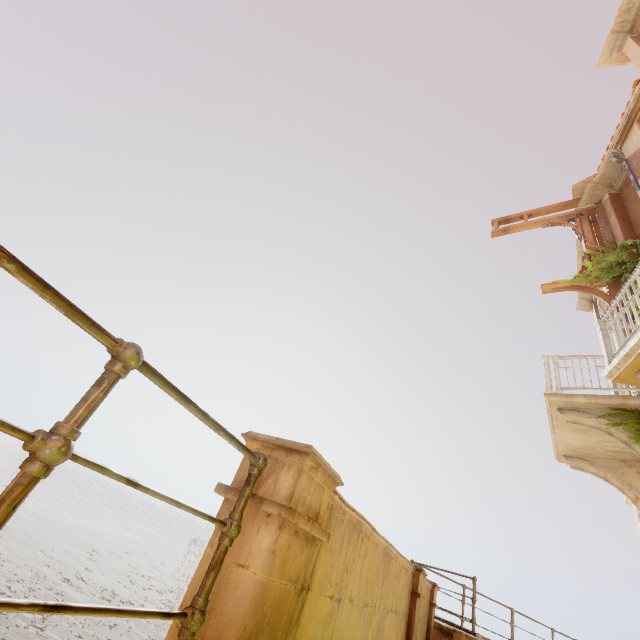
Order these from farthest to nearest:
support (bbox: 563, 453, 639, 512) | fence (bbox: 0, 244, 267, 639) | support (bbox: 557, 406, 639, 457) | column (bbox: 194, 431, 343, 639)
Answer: support (bbox: 563, 453, 639, 512)
support (bbox: 557, 406, 639, 457)
column (bbox: 194, 431, 343, 639)
fence (bbox: 0, 244, 267, 639)

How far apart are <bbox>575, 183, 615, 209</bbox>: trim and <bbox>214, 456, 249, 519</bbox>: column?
12.8m

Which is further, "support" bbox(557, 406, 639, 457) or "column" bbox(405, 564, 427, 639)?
"support" bbox(557, 406, 639, 457)

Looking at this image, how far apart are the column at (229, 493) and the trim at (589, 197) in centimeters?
1285cm

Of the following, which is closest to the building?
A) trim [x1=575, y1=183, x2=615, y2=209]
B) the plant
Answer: the plant

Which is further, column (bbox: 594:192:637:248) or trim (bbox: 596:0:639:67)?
trim (bbox: 596:0:639:67)

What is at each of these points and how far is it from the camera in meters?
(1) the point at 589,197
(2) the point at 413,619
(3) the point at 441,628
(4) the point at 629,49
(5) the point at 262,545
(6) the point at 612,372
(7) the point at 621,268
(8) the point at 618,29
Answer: (1) trim, 10.7 m
(2) column, 5.1 m
(3) building, 6.9 m
(4) column, 9.9 m
(5) column, 1.7 m
(6) balcony, 5.1 m
(7) plant, 8.4 m
(8) trim, 10.3 m

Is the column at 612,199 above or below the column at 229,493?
above
